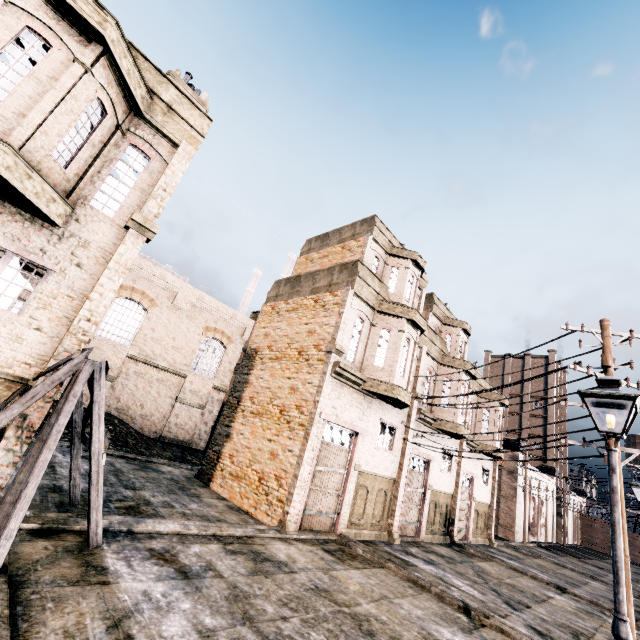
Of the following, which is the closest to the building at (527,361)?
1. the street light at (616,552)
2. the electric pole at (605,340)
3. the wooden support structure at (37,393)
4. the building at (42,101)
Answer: the electric pole at (605,340)

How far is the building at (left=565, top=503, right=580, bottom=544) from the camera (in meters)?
52.18

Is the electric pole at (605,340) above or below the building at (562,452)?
below

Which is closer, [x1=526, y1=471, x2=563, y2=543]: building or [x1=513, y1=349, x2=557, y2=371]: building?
[x1=526, y1=471, x2=563, y2=543]: building

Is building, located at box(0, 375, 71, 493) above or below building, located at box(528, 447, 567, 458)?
below

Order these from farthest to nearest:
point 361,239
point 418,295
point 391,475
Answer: point 418,295 → point 361,239 → point 391,475

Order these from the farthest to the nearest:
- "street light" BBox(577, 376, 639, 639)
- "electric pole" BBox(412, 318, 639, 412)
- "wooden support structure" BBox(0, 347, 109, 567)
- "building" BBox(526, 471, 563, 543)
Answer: "building" BBox(526, 471, 563, 543)
"electric pole" BBox(412, 318, 639, 412)
"wooden support structure" BBox(0, 347, 109, 567)
"street light" BBox(577, 376, 639, 639)
